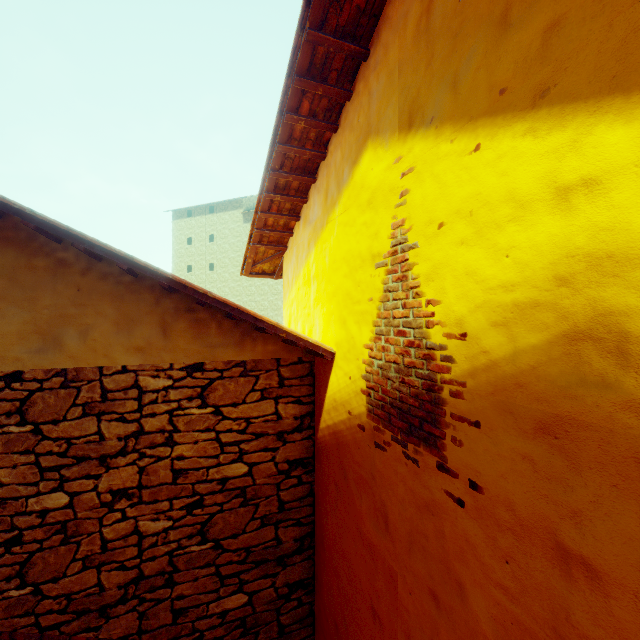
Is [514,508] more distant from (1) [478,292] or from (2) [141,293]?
(2) [141,293]
